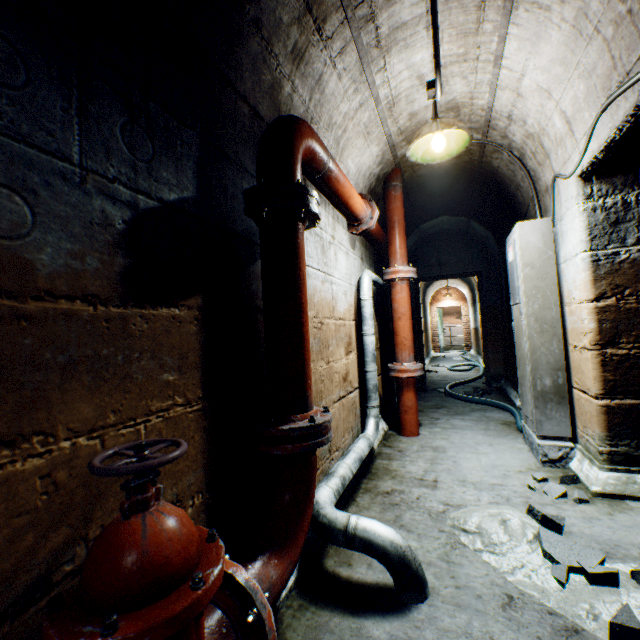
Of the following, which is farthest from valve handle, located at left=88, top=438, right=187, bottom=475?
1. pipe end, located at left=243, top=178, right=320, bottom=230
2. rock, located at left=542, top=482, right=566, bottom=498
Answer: rock, located at left=542, top=482, right=566, bottom=498

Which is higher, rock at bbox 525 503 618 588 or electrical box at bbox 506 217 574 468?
electrical box at bbox 506 217 574 468

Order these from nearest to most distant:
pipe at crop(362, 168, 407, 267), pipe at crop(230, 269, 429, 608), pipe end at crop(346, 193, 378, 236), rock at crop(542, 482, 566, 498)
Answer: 1. pipe at crop(230, 269, 429, 608)
2. rock at crop(542, 482, 566, 498)
3. pipe end at crop(346, 193, 378, 236)
4. pipe at crop(362, 168, 407, 267)

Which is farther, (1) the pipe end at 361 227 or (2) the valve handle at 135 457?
(1) the pipe end at 361 227

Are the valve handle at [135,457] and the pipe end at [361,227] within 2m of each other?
no

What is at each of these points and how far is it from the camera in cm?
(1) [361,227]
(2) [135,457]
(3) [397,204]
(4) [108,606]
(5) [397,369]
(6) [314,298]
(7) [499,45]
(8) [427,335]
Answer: (1) pipe end, 297
(2) valve handle, 78
(3) pipe, 353
(4) valve, 65
(5) pipe end, 340
(6) building tunnel, 217
(7) building tunnel, 207
(8) building tunnel, 1275

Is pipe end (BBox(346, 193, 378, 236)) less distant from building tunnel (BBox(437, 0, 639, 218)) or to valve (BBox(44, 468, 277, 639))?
building tunnel (BBox(437, 0, 639, 218))

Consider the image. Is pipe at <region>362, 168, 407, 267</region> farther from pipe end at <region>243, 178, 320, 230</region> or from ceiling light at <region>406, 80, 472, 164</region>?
pipe end at <region>243, 178, 320, 230</region>
